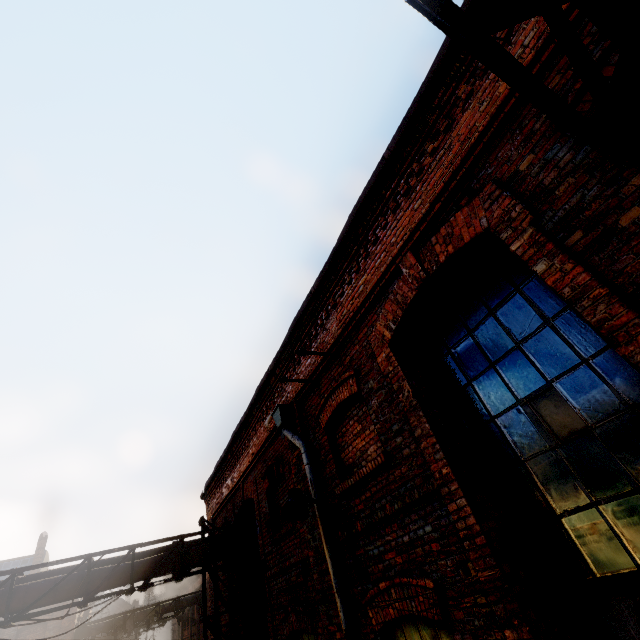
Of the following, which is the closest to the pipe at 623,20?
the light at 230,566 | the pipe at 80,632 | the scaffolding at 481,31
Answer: the scaffolding at 481,31

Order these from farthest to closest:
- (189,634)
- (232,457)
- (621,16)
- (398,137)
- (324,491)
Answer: (189,634)
(232,457)
(324,491)
(398,137)
(621,16)

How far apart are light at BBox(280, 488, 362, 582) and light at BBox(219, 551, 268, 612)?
3.9m

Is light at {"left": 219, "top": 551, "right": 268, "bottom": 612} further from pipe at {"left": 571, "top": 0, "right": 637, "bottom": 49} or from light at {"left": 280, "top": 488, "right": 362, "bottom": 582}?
light at {"left": 280, "top": 488, "right": 362, "bottom": 582}

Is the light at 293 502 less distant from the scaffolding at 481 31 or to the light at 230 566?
the light at 230 566

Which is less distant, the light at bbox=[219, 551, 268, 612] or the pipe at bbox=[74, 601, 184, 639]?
the light at bbox=[219, 551, 268, 612]

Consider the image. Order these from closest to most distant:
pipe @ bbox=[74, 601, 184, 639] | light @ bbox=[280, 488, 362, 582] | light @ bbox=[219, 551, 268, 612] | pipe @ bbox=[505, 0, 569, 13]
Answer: pipe @ bbox=[505, 0, 569, 13], light @ bbox=[280, 488, 362, 582], light @ bbox=[219, 551, 268, 612], pipe @ bbox=[74, 601, 184, 639]

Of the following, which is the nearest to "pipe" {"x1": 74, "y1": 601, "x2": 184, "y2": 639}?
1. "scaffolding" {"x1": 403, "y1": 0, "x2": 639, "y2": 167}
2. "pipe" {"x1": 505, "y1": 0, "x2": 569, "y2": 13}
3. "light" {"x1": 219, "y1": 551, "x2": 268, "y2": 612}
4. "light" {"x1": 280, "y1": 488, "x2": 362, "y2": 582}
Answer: "pipe" {"x1": 505, "y1": 0, "x2": 569, "y2": 13}
